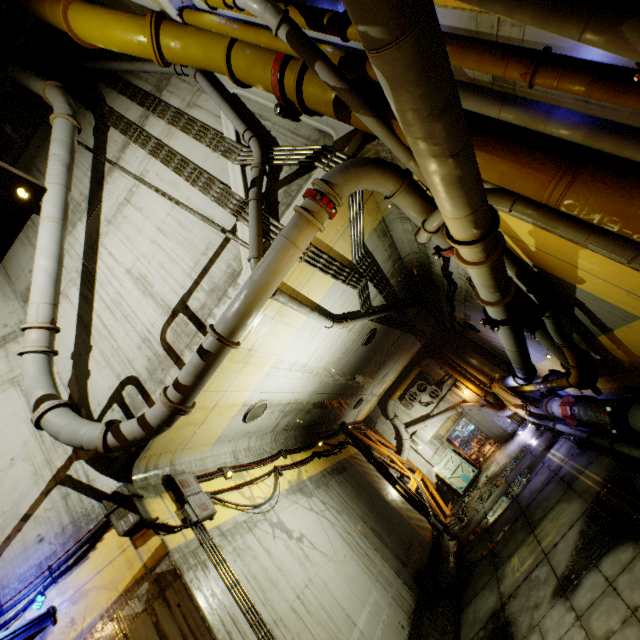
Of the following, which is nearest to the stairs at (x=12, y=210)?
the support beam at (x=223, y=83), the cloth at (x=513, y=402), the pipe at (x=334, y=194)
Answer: the pipe at (x=334, y=194)

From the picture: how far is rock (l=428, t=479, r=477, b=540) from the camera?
14.21m

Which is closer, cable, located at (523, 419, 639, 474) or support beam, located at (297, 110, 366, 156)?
support beam, located at (297, 110, 366, 156)

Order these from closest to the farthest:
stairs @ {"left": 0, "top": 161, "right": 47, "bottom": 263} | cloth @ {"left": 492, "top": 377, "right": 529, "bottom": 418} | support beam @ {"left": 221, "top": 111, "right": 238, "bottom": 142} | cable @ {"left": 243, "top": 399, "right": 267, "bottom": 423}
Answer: stairs @ {"left": 0, "top": 161, "right": 47, "bottom": 263} < support beam @ {"left": 221, "top": 111, "right": 238, "bottom": 142} < cable @ {"left": 243, "top": 399, "right": 267, "bottom": 423} < cloth @ {"left": 492, "top": 377, "right": 529, "bottom": 418}

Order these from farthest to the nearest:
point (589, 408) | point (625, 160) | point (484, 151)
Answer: point (589, 408) → point (484, 151) → point (625, 160)

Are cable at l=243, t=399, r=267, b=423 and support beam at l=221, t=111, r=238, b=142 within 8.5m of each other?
yes

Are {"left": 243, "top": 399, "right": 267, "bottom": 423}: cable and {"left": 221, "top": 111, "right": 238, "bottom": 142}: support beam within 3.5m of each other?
no

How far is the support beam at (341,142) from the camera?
5.8m
